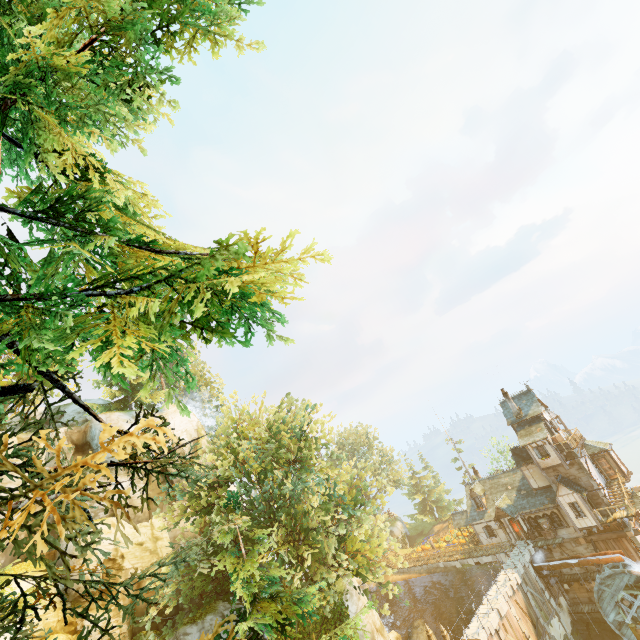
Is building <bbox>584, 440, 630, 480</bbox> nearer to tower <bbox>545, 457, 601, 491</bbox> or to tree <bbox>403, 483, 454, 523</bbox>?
tower <bbox>545, 457, 601, 491</bbox>

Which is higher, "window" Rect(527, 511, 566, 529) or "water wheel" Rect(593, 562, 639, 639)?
"window" Rect(527, 511, 566, 529)

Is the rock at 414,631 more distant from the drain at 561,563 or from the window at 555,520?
the window at 555,520

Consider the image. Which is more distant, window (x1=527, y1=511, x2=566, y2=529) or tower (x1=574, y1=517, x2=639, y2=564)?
window (x1=527, y1=511, x2=566, y2=529)

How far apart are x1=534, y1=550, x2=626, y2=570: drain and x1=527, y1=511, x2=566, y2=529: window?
2.27m

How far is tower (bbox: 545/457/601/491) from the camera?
32.09m

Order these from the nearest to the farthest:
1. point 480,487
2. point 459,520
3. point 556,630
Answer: point 556,630, point 480,487, point 459,520

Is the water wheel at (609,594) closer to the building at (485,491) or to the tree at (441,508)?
the building at (485,491)
